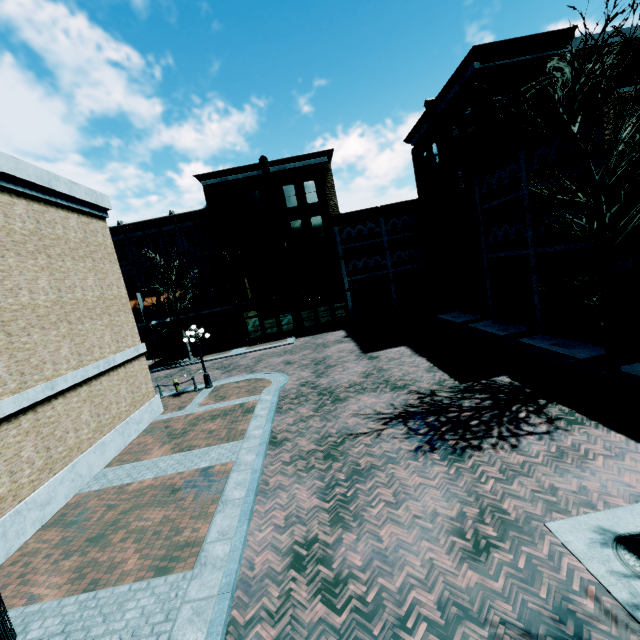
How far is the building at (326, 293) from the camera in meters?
15.0

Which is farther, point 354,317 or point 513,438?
point 354,317

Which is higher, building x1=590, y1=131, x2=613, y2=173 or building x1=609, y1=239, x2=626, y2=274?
building x1=590, y1=131, x2=613, y2=173

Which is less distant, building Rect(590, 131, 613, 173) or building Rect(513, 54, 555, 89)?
building Rect(590, 131, 613, 173)

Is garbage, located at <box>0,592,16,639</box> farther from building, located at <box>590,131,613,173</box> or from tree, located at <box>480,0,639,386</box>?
building, located at <box>590,131,613,173</box>
